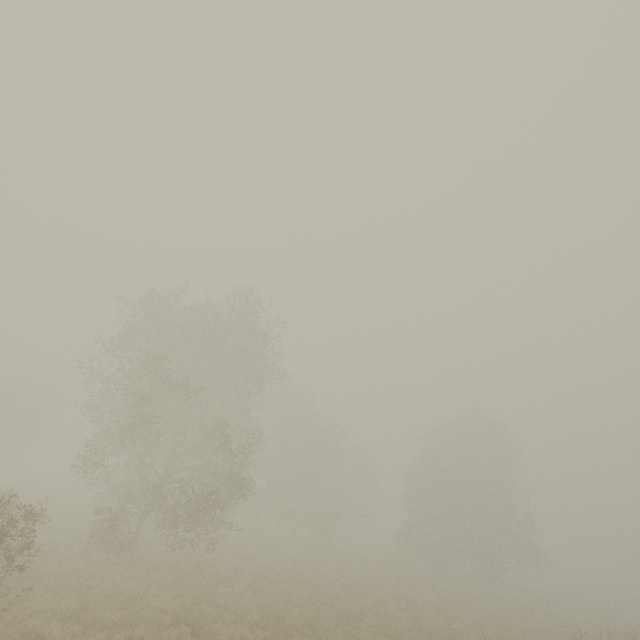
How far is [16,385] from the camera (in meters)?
37.75

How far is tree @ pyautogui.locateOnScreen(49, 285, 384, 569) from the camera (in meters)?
17.59

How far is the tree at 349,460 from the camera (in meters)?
17.59
